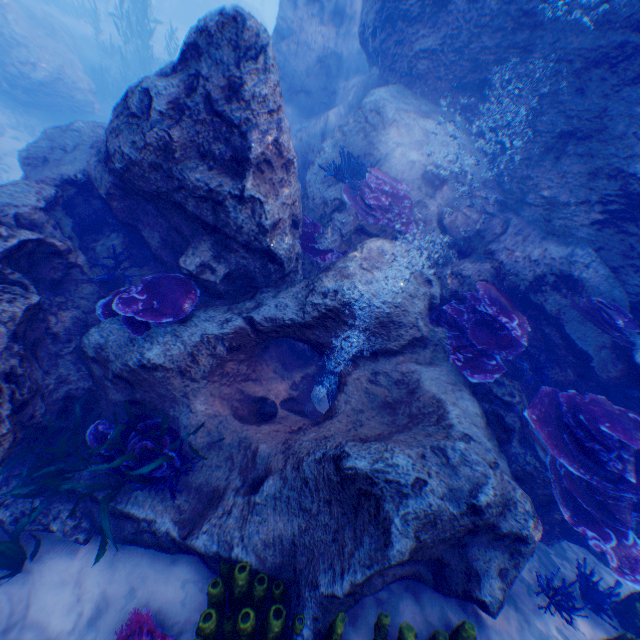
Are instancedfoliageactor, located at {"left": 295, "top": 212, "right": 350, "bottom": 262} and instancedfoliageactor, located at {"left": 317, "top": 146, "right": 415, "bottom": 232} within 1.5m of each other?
yes

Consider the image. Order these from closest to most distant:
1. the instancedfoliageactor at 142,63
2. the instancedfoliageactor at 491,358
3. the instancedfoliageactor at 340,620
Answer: the instancedfoliageactor at 340,620 → the instancedfoliageactor at 491,358 → the instancedfoliageactor at 142,63

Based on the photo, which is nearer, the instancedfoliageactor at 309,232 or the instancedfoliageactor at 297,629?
the instancedfoliageactor at 297,629

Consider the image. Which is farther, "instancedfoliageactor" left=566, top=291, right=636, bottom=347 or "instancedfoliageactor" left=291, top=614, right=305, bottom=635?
"instancedfoliageactor" left=566, top=291, right=636, bottom=347

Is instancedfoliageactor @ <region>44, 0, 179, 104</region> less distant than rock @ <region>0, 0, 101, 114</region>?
No

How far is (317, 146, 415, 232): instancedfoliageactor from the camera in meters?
5.5

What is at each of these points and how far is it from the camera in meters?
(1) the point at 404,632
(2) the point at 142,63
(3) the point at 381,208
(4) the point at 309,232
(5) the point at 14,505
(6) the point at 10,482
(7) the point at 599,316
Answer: (1) instancedfoliageactor, 3.1
(2) instancedfoliageactor, 16.3
(3) instancedfoliageactor, 5.7
(4) instancedfoliageactor, 5.8
(5) rock, 4.0
(6) rock, 4.1
(7) instancedfoliageactor, 4.8

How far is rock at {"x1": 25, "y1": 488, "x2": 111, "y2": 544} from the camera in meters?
4.0
